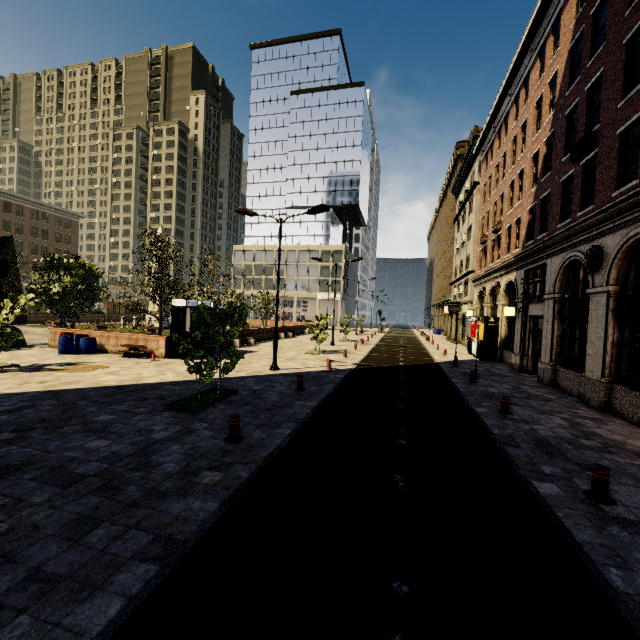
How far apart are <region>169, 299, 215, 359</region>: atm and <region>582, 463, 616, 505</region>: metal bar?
16.9m

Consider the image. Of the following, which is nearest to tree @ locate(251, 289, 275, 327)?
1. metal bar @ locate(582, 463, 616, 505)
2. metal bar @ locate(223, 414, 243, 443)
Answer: metal bar @ locate(223, 414, 243, 443)

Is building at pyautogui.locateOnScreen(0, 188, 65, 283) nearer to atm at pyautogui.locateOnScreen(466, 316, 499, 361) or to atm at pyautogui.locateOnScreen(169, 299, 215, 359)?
atm at pyautogui.locateOnScreen(169, 299, 215, 359)

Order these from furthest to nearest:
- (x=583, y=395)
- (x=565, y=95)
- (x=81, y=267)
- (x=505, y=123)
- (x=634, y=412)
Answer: (x=505, y=123)
(x=81, y=267)
(x=565, y=95)
(x=583, y=395)
(x=634, y=412)

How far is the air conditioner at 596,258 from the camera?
11.2m

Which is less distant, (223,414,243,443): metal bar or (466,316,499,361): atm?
(223,414,243,443): metal bar

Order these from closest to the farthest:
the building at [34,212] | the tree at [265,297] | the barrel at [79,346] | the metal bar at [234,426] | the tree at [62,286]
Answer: the metal bar at [234,426] → the barrel at [79,346] → the tree at [62,286] → the tree at [265,297] → the building at [34,212]

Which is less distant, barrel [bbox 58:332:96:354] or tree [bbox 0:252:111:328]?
barrel [bbox 58:332:96:354]
